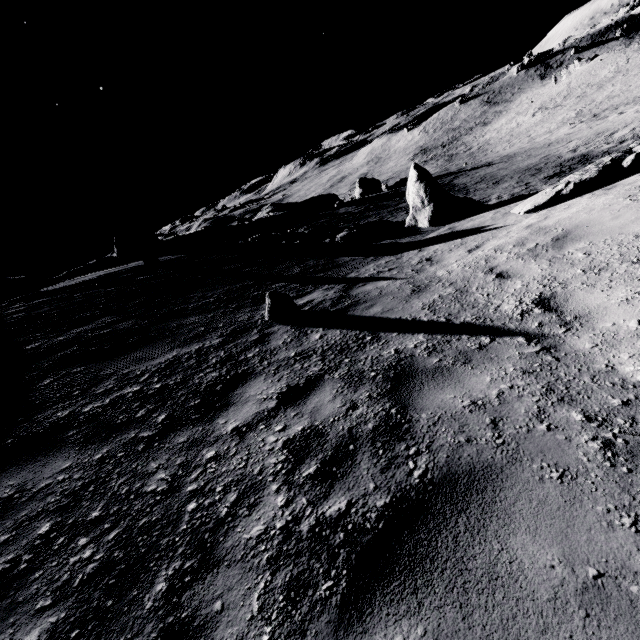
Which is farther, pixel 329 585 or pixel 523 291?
pixel 523 291

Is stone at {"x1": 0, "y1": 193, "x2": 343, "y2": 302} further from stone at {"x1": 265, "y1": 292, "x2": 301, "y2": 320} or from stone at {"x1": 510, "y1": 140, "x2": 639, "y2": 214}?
stone at {"x1": 510, "y1": 140, "x2": 639, "y2": 214}

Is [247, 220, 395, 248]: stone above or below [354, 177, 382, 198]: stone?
above

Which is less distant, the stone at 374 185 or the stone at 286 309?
the stone at 286 309

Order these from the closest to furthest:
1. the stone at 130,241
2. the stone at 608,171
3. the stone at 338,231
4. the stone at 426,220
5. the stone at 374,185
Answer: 1. the stone at 608,171
2. the stone at 426,220
3. the stone at 338,231
4. the stone at 130,241
5. the stone at 374,185

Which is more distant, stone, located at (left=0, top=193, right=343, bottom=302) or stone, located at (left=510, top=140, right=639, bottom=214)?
stone, located at (left=0, top=193, right=343, bottom=302)

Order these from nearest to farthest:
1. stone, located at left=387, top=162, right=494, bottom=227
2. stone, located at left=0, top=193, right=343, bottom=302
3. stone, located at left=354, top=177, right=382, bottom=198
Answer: stone, located at left=387, top=162, right=494, bottom=227
stone, located at left=0, top=193, right=343, bottom=302
stone, located at left=354, top=177, right=382, bottom=198
